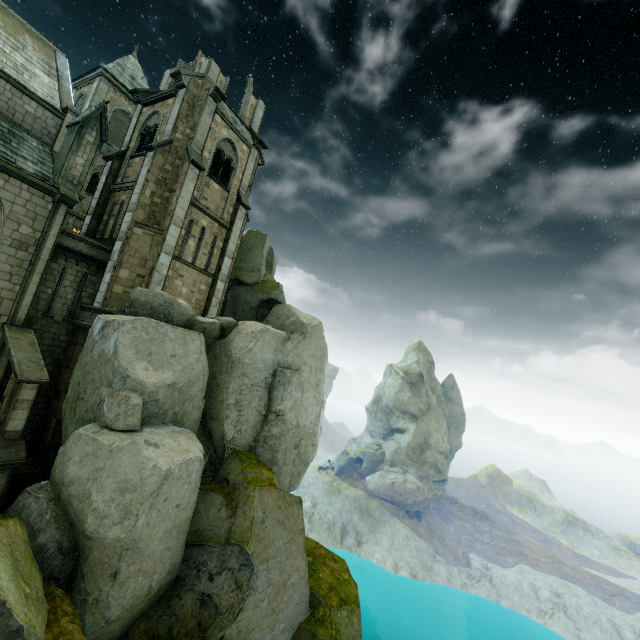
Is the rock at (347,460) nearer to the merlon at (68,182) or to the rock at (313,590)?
the rock at (313,590)

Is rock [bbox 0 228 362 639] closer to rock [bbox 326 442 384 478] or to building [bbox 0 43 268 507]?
building [bbox 0 43 268 507]

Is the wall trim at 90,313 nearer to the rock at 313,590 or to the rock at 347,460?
the rock at 313,590

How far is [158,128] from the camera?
18.8 meters

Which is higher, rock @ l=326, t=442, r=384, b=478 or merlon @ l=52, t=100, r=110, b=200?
merlon @ l=52, t=100, r=110, b=200

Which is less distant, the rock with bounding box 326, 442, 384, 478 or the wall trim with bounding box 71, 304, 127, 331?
the wall trim with bounding box 71, 304, 127, 331

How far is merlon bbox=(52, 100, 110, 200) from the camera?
14.8 meters

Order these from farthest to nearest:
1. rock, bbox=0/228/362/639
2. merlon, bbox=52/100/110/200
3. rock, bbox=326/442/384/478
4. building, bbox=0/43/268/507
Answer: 1. rock, bbox=326/442/384/478
2. merlon, bbox=52/100/110/200
3. building, bbox=0/43/268/507
4. rock, bbox=0/228/362/639
